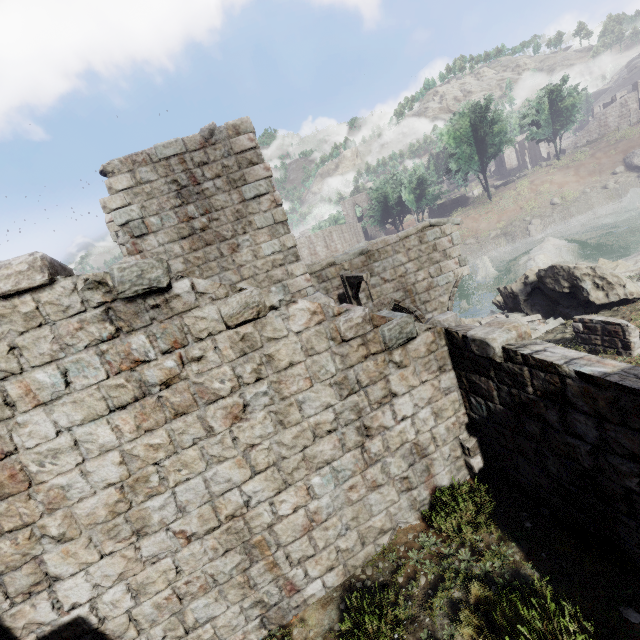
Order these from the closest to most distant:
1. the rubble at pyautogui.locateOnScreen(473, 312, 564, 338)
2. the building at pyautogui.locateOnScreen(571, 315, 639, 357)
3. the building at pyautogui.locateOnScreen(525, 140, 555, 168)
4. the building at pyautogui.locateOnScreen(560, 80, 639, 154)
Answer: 1. the building at pyautogui.locateOnScreen(571, 315, 639, 357)
2. the rubble at pyautogui.locateOnScreen(473, 312, 564, 338)
3. the building at pyautogui.locateOnScreen(560, 80, 639, 154)
4. the building at pyautogui.locateOnScreen(525, 140, 555, 168)

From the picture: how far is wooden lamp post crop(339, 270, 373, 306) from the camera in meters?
8.9

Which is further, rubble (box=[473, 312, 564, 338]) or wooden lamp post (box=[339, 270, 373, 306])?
rubble (box=[473, 312, 564, 338])

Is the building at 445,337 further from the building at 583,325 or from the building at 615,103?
the building at 615,103

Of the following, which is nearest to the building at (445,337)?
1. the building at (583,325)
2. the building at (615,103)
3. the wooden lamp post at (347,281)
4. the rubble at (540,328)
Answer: the rubble at (540,328)

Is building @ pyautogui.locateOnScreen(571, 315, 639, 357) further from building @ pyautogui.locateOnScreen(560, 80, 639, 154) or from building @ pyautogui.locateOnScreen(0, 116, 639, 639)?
building @ pyautogui.locateOnScreen(560, 80, 639, 154)

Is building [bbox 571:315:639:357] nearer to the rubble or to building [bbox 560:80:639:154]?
the rubble

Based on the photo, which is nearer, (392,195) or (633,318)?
(633,318)
